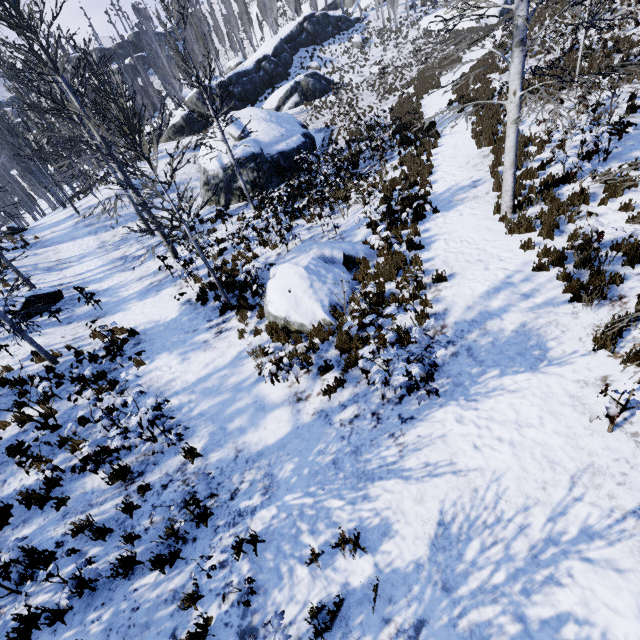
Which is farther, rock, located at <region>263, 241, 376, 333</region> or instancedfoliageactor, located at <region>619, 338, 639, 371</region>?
rock, located at <region>263, 241, 376, 333</region>

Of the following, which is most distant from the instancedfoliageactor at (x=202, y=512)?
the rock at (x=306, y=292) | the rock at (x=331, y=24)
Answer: the rock at (x=306, y=292)

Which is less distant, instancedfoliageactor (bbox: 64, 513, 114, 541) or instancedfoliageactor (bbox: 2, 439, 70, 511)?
instancedfoliageactor (bbox: 64, 513, 114, 541)

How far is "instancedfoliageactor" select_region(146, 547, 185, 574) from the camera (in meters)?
4.60

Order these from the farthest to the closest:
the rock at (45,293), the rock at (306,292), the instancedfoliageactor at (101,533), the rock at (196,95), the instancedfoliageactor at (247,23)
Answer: the instancedfoliageactor at (247,23) < the rock at (196,95) < the rock at (45,293) < the rock at (306,292) < the instancedfoliageactor at (101,533)

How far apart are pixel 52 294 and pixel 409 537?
16.4 meters
